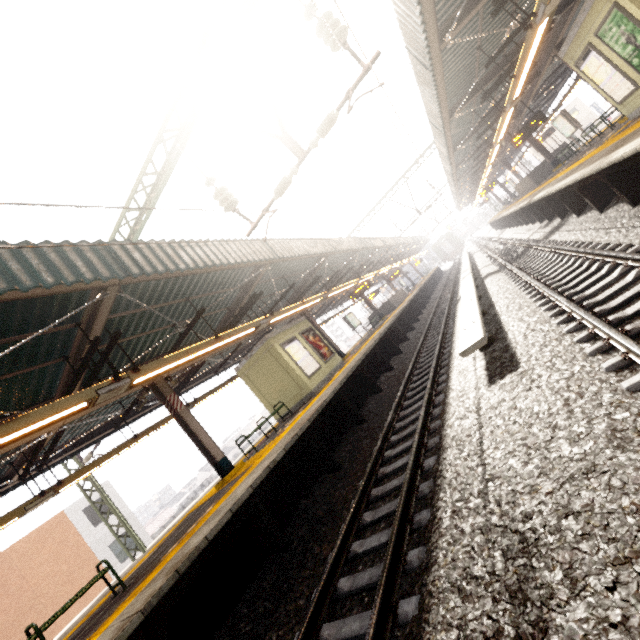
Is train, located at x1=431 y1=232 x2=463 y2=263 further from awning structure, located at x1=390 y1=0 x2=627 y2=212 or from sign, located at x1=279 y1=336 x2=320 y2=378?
sign, located at x1=279 y1=336 x2=320 y2=378

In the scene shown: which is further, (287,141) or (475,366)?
(287,141)

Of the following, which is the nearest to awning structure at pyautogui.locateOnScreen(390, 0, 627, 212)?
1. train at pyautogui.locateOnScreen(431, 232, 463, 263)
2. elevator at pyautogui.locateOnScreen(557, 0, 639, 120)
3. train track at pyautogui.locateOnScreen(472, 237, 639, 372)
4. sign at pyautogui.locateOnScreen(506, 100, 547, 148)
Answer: sign at pyautogui.locateOnScreen(506, 100, 547, 148)

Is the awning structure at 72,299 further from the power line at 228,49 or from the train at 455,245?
the train at 455,245

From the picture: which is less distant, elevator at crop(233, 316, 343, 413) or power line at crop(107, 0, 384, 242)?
power line at crop(107, 0, 384, 242)

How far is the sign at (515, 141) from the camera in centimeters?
1412cm

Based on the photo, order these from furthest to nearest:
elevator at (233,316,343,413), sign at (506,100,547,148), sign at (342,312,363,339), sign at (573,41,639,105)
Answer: sign at (342,312,363,339) < sign at (506,100,547,148) < elevator at (233,316,343,413) < sign at (573,41,639,105)

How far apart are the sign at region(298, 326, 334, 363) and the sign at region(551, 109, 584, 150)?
14.80m
